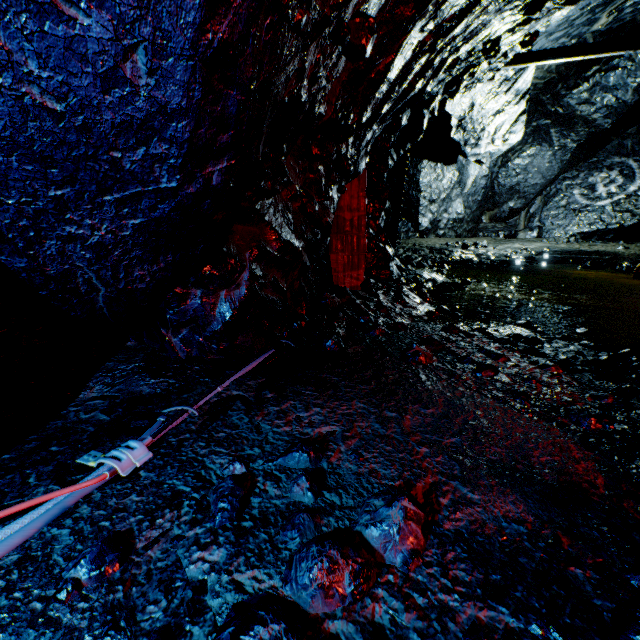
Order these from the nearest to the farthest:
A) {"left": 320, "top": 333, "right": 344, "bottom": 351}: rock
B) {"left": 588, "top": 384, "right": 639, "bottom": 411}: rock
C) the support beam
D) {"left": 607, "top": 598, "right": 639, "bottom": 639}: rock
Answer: {"left": 607, "top": 598, "right": 639, "bottom": 639}: rock → {"left": 588, "top": 384, "right": 639, "bottom": 411}: rock → {"left": 320, "top": 333, "right": 344, "bottom": 351}: rock → the support beam

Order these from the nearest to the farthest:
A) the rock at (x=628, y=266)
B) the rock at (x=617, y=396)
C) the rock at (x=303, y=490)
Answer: the rock at (x=303, y=490)
the rock at (x=617, y=396)
the rock at (x=628, y=266)

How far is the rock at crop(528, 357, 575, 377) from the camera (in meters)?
2.77

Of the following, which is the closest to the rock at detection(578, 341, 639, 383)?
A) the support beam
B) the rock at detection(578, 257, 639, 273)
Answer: the support beam

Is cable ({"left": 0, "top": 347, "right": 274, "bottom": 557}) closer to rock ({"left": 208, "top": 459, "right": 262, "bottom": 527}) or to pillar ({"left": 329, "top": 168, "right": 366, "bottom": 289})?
rock ({"left": 208, "top": 459, "right": 262, "bottom": 527})

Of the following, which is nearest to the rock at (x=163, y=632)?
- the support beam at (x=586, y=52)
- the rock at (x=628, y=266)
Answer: the support beam at (x=586, y=52)

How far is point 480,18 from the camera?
3.00m
